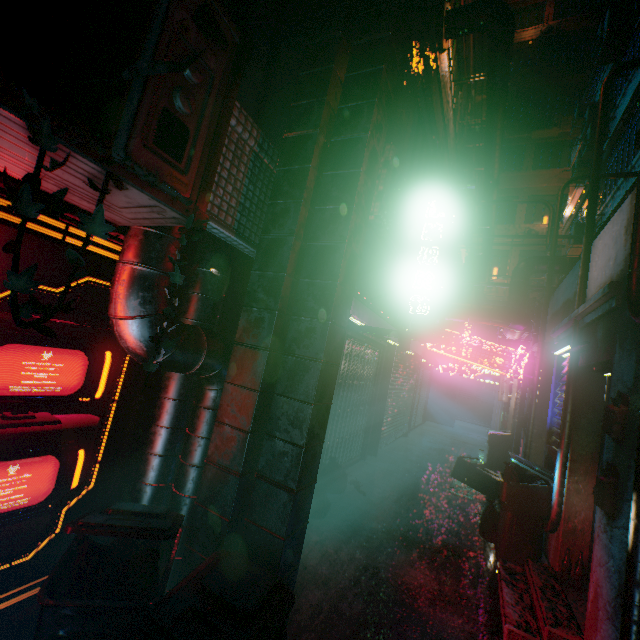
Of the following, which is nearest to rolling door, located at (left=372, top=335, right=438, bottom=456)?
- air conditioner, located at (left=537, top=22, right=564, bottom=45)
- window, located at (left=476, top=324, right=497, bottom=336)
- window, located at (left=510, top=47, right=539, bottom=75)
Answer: window, located at (left=476, top=324, right=497, bottom=336)

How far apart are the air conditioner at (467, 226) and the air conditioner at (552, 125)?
13.8m

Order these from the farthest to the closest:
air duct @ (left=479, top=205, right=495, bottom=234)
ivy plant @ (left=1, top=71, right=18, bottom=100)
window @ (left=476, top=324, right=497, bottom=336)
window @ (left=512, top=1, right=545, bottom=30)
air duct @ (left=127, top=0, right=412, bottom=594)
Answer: window @ (left=512, top=1, right=545, bottom=30) → window @ (left=476, top=324, right=497, bottom=336) → air duct @ (left=479, top=205, right=495, bottom=234) → air duct @ (left=127, top=0, right=412, bottom=594) → ivy plant @ (left=1, top=71, right=18, bottom=100)

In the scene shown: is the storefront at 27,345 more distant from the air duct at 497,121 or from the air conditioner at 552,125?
the air conditioner at 552,125

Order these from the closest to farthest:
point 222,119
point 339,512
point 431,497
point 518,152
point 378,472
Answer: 1. point 222,119
2. point 339,512
3. point 431,497
4. point 378,472
5. point 518,152

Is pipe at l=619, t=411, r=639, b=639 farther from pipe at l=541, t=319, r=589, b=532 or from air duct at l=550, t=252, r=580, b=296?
air duct at l=550, t=252, r=580, b=296

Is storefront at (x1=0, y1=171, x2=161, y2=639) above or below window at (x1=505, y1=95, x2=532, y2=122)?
below

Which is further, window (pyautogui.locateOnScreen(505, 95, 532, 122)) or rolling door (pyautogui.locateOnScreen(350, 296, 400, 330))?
window (pyautogui.locateOnScreen(505, 95, 532, 122))
